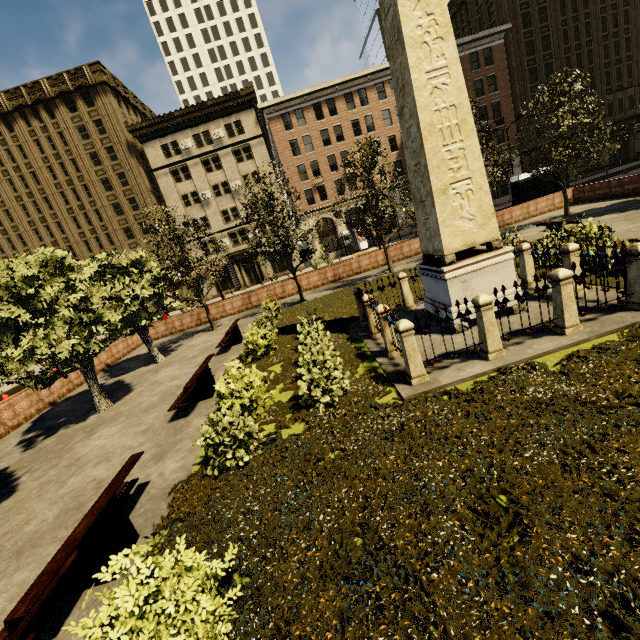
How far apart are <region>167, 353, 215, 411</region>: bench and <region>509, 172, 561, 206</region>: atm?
25.0 meters

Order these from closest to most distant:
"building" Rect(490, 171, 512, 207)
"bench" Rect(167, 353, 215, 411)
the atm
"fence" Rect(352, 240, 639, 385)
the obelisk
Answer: "fence" Rect(352, 240, 639, 385) < the obelisk < "bench" Rect(167, 353, 215, 411) < the atm < "building" Rect(490, 171, 512, 207)

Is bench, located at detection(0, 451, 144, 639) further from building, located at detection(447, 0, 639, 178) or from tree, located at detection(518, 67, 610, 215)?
building, located at detection(447, 0, 639, 178)

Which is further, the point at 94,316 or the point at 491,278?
the point at 94,316

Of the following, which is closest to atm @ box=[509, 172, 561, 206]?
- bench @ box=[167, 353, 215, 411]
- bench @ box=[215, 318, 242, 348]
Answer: bench @ box=[215, 318, 242, 348]

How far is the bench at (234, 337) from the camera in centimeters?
1425cm

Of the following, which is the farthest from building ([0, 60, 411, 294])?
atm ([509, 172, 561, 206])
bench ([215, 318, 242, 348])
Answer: bench ([215, 318, 242, 348])

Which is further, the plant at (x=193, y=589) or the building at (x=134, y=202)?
the building at (x=134, y=202)
